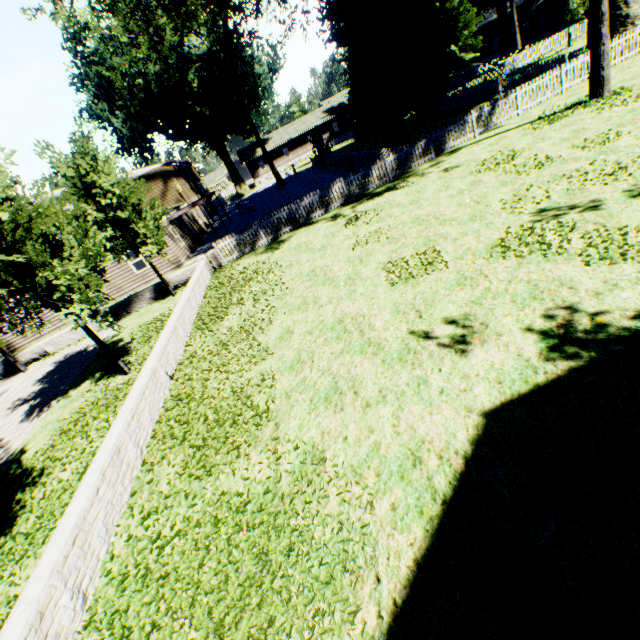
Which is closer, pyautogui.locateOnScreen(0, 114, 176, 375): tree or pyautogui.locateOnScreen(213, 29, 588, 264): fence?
pyautogui.locateOnScreen(0, 114, 176, 375): tree

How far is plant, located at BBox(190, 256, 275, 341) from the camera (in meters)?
11.15

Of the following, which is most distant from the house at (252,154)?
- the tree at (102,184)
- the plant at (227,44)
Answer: the tree at (102,184)

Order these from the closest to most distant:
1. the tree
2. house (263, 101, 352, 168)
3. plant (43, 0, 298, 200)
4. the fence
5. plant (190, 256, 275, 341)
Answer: the tree
plant (190, 256, 275, 341)
the fence
plant (43, 0, 298, 200)
house (263, 101, 352, 168)

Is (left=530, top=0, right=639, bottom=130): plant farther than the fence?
No

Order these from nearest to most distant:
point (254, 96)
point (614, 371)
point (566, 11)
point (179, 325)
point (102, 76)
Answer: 1. point (614, 371)
2. point (179, 325)
3. point (566, 11)
4. point (102, 76)
5. point (254, 96)

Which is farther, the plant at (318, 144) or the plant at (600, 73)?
the plant at (318, 144)

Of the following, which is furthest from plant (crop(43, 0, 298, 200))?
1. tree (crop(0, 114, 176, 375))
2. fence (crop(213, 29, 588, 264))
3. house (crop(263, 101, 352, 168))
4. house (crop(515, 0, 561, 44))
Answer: house (crop(263, 101, 352, 168))
